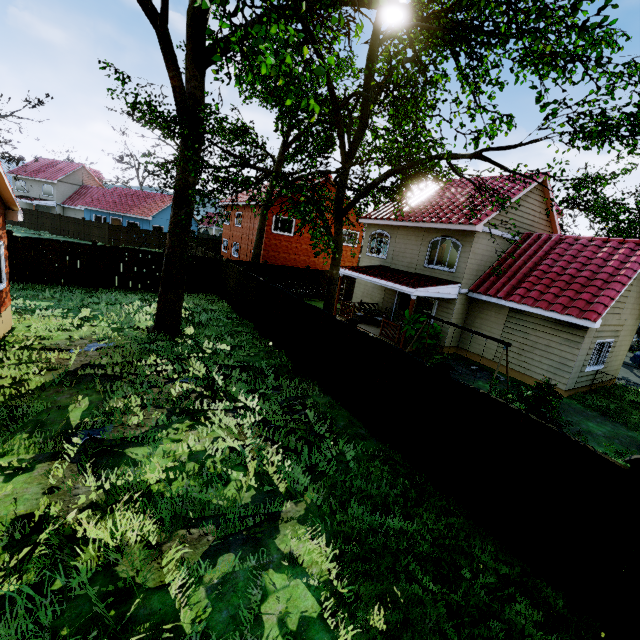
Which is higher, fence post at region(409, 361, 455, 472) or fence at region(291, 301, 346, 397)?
fence post at region(409, 361, 455, 472)

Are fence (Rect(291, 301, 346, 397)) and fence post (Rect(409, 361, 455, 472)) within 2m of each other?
no

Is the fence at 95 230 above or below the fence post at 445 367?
below

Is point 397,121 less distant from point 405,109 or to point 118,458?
point 405,109

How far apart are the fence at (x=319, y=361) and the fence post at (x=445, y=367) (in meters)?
2.97

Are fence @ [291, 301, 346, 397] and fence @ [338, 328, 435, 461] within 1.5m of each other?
yes

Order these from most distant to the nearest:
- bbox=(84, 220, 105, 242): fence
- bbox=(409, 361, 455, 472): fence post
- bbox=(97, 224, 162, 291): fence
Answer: bbox=(84, 220, 105, 242): fence < bbox=(97, 224, 162, 291): fence < bbox=(409, 361, 455, 472): fence post

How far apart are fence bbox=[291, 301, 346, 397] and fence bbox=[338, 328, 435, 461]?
0.13m
